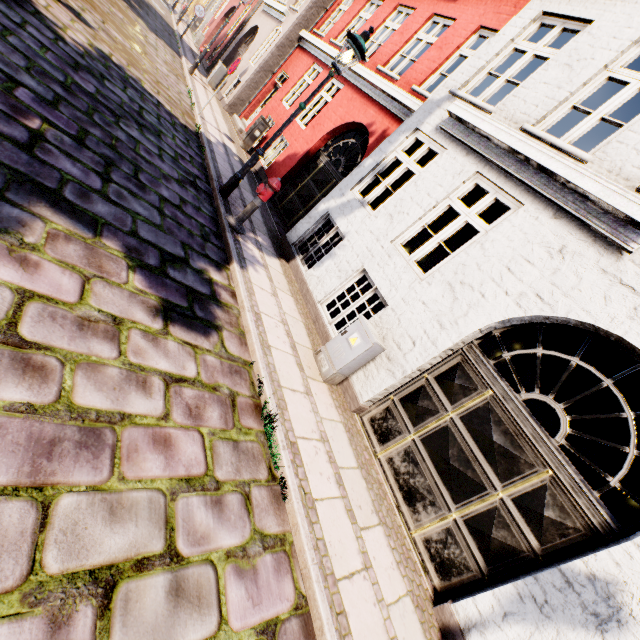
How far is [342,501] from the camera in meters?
3.6 m

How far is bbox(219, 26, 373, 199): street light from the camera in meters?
5.5 m

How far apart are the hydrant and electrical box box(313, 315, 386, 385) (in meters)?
2.77

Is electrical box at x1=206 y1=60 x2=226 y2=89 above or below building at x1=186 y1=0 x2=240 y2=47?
below

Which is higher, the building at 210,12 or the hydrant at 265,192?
the building at 210,12

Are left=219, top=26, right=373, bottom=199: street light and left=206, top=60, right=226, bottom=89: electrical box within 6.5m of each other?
no

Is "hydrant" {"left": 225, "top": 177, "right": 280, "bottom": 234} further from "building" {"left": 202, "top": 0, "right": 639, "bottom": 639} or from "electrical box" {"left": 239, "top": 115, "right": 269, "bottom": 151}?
"electrical box" {"left": 239, "top": 115, "right": 269, "bottom": 151}

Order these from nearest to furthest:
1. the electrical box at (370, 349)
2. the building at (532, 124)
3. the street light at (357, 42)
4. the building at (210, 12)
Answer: the building at (532, 124)
the electrical box at (370, 349)
the street light at (357, 42)
the building at (210, 12)
